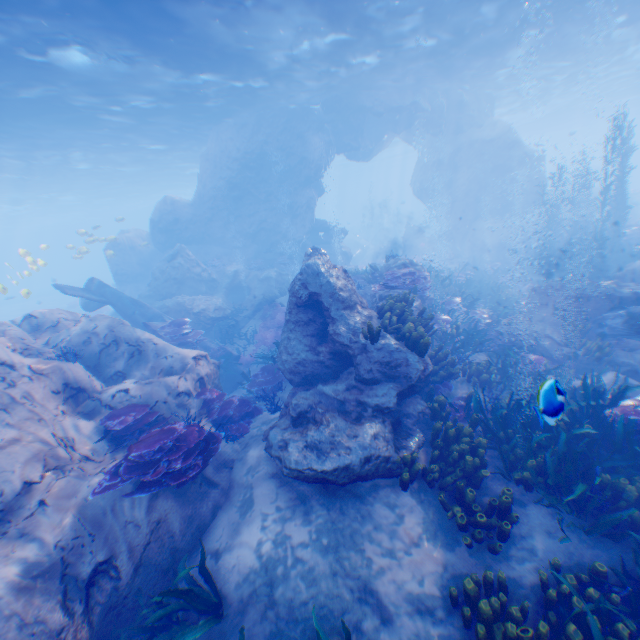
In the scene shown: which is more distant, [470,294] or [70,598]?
[470,294]

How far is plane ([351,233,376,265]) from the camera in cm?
3607

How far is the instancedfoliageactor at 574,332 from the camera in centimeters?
1042cm

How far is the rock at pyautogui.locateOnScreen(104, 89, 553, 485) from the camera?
6.9 meters

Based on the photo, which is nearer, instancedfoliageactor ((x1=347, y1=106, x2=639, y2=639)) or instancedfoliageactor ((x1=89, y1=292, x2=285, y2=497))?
instancedfoliageactor ((x1=347, y1=106, x2=639, y2=639))

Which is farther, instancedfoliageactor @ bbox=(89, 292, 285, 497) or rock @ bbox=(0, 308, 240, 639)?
instancedfoliageactor @ bbox=(89, 292, 285, 497)

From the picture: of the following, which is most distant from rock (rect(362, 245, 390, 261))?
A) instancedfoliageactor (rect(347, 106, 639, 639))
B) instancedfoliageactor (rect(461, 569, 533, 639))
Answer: instancedfoliageactor (rect(461, 569, 533, 639))

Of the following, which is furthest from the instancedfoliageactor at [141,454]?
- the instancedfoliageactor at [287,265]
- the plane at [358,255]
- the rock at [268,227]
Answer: the plane at [358,255]
